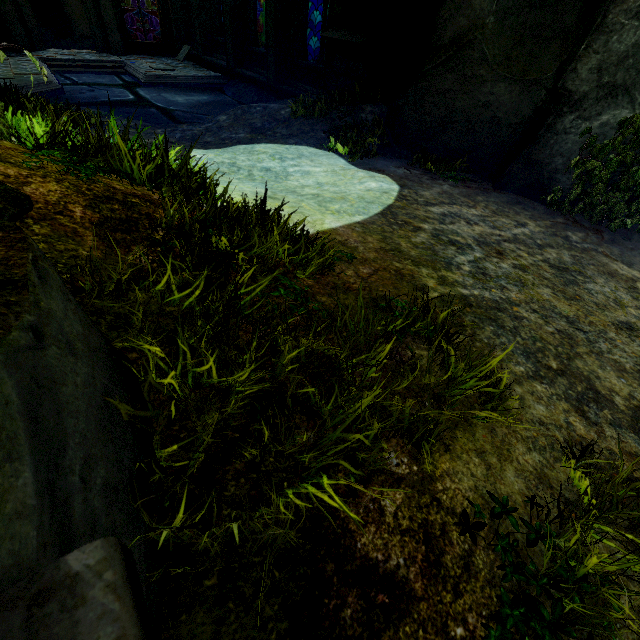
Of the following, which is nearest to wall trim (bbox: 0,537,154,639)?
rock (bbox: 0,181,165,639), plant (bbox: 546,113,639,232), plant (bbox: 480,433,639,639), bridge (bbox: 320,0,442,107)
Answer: rock (bbox: 0,181,165,639)

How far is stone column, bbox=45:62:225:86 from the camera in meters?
12.1 m

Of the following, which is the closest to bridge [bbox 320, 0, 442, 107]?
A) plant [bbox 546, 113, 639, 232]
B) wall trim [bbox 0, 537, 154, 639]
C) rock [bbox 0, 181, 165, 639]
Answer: rock [bbox 0, 181, 165, 639]

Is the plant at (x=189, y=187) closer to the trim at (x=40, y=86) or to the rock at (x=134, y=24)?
the trim at (x=40, y=86)

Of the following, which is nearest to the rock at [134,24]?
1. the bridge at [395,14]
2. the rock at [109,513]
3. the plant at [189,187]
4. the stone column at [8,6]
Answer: the stone column at [8,6]

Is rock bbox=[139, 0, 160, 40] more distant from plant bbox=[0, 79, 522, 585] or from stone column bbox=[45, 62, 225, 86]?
plant bbox=[0, 79, 522, 585]

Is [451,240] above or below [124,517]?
below

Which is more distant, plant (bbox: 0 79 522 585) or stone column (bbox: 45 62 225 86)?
stone column (bbox: 45 62 225 86)
